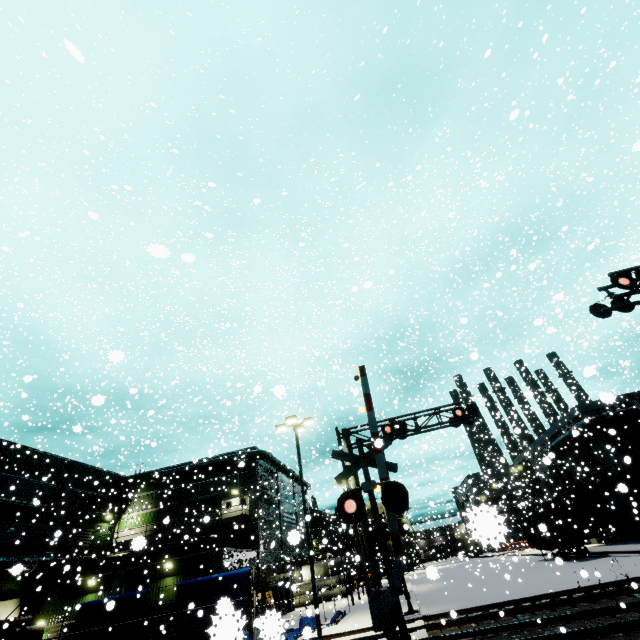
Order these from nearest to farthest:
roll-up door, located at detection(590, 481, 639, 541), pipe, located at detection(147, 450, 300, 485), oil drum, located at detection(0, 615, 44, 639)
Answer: oil drum, located at detection(0, 615, 44, 639) < roll-up door, located at detection(590, 481, 639, 541) < pipe, located at detection(147, 450, 300, 485)

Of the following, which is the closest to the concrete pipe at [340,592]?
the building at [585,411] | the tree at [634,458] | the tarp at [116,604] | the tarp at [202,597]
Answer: the building at [585,411]

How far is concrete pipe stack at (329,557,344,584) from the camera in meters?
32.9 m

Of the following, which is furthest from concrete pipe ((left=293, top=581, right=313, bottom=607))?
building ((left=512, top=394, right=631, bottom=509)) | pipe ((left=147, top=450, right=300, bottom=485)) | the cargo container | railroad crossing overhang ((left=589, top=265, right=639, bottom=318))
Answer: railroad crossing overhang ((left=589, top=265, right=639, bottom=318))

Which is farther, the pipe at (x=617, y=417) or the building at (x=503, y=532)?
the pipe at (x=617, y=417)

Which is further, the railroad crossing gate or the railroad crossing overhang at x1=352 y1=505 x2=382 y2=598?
the railroad crossing overhang at x1=352 y1=505 x2=382 y2=598

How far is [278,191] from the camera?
28.1m

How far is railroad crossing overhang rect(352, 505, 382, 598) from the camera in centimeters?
1512cm
